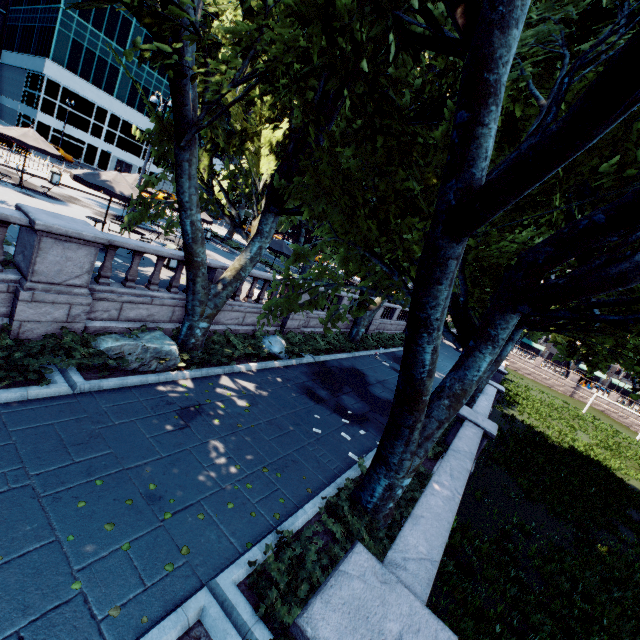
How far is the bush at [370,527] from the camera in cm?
452

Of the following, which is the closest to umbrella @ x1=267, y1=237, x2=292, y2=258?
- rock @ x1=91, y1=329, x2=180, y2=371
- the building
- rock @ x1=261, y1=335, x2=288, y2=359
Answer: rock @ x1=261, y1=335, x2=288, y2=359

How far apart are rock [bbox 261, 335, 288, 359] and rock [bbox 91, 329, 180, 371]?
3.9m

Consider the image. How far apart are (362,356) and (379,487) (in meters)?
13.75

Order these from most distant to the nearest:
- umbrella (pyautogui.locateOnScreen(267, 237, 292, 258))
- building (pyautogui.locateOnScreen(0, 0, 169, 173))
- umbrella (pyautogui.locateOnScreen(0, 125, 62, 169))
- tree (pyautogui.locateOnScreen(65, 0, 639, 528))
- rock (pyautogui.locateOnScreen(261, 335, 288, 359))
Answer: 1. building (pyautogui.locateOnScreen(0, 0, 169, 173))
2. umbrella (pyautogui.locateOnScreen(267, 237, 292, 258))
3. umbrella (pyautogui.locateOnScreen(0, 125, 62, 169))
4. rock (pyautogui.locateOnScreen(261, 335, 288, 359))
5. tree (pyautogui.locateOnScreen(65, 0, 639, 528))

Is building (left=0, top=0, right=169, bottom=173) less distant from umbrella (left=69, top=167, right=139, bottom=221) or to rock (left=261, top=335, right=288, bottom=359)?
umbrella (left=69, top=167, right=139, bottom=221)

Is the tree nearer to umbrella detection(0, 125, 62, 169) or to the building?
umbrella detection(0, 125, 62, 169)

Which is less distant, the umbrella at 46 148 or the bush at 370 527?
the bush at 370 527
